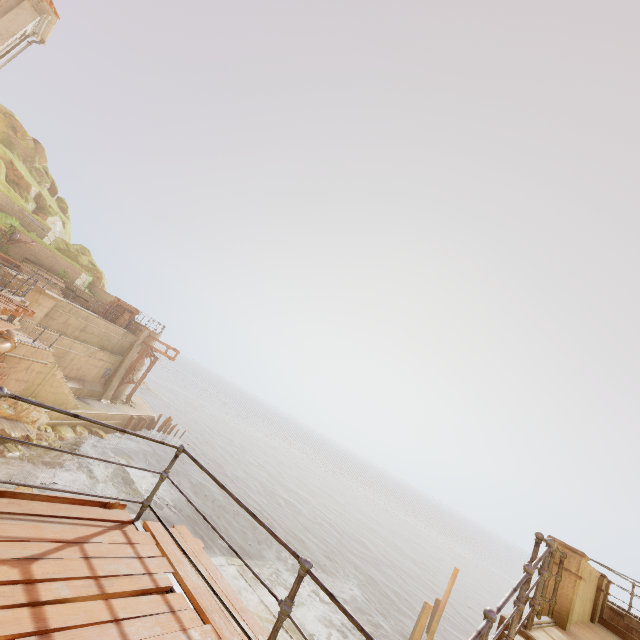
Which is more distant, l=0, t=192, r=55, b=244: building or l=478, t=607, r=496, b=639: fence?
l=0, t=192, r=55, b=244: building

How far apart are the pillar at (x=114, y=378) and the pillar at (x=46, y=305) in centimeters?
961cm

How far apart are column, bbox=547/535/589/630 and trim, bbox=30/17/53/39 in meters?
29.5 m

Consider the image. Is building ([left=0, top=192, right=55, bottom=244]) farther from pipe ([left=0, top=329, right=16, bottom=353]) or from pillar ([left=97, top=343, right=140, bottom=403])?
pillar ([left=97, top=343, right=140, bottom=403])

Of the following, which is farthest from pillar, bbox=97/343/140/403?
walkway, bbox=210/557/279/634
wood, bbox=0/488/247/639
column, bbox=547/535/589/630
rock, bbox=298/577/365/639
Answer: column, bbox=547/535/589/630

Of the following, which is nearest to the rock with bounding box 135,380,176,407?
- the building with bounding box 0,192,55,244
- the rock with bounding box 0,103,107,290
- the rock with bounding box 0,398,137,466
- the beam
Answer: the rock with bounding box 0,103,107,290

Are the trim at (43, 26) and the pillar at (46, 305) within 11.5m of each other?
no

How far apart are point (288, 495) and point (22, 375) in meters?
34.4
